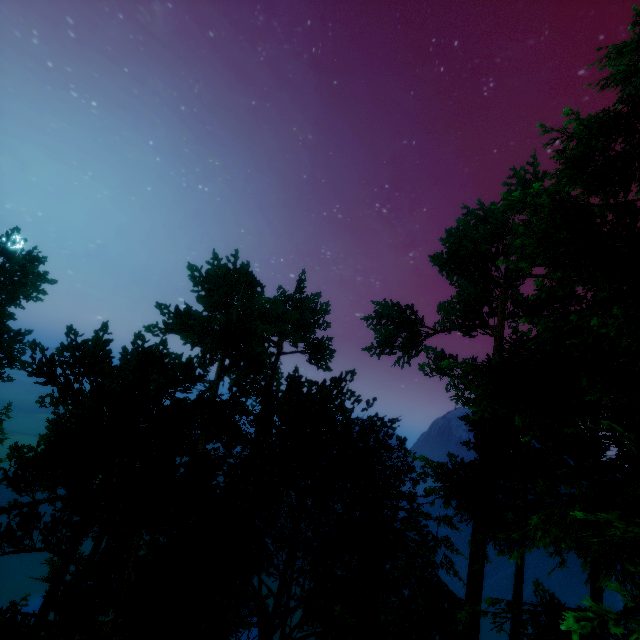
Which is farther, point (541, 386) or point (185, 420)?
point (185, 420)
